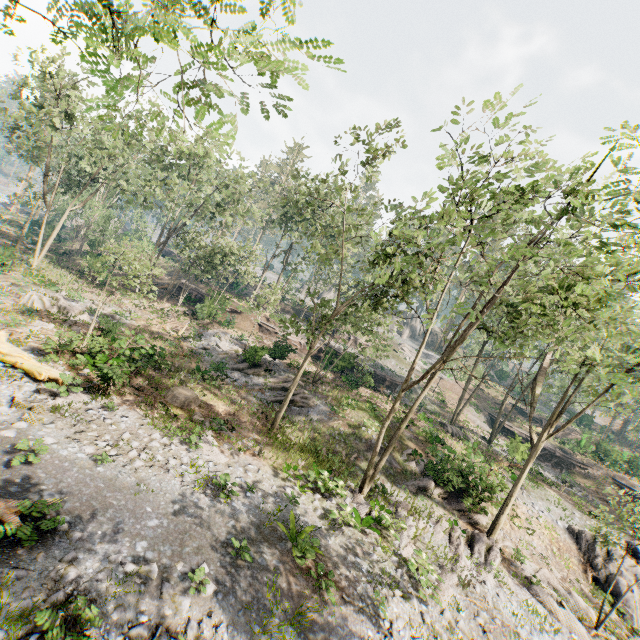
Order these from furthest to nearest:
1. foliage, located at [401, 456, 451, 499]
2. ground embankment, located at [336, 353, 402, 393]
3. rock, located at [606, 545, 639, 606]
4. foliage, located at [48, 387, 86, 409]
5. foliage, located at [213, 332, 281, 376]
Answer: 1. ground embankment, located at [336, 353, 402, 393]
2. foliage, located at [213, 332, 281, 376]
3. foliage, located at [401, 456, 451, 499]
4. rock, located at [606, 545, 639, 606]
5. foliage, located at [48, 387, 86, 409]

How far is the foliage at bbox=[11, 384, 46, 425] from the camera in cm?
1152

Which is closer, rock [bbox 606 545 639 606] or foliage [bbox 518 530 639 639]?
foliage [bbox 518 530 639 639]

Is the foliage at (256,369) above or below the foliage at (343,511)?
above

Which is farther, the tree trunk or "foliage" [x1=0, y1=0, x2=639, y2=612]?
the tree trunk

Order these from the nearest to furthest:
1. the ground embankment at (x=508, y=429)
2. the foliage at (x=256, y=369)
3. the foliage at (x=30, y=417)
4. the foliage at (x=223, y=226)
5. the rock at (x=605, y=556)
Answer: the foliage at (x=223, y=226) < the foliage at (x=30, y=417) < the rock at (x=605, y=556) < the ground embankment at (x=508, y=429) < the foliage at (x=256, y=369)

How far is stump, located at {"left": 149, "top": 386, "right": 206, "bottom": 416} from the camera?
16.8 meters

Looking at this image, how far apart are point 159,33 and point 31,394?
14.9 meters
